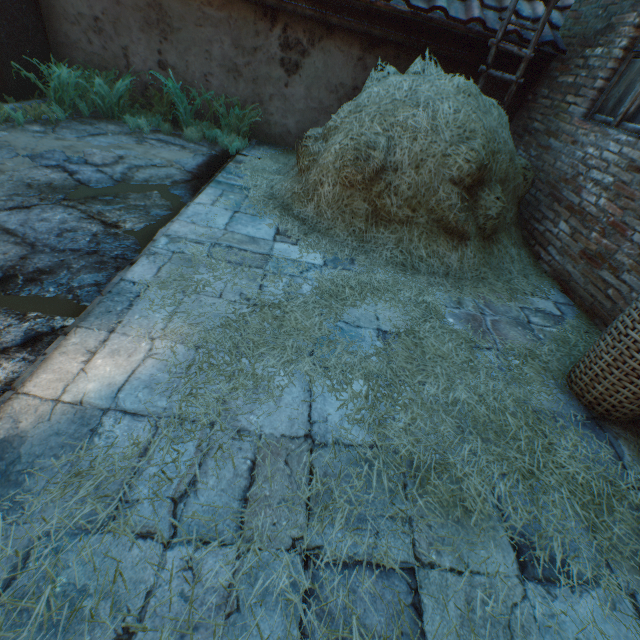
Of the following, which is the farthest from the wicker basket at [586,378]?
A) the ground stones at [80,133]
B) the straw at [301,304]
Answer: the ground stones at [80,133]

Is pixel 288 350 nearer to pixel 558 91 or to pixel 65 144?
pixel 65 144

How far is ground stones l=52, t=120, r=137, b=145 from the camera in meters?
4.0

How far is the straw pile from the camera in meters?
3.1 m

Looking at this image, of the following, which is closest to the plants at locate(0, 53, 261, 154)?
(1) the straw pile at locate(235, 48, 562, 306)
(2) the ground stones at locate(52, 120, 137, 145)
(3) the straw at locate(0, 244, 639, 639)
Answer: (2) the ground stones at locate(52, 120, 137, 145)

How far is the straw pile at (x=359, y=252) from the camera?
3.1 meters

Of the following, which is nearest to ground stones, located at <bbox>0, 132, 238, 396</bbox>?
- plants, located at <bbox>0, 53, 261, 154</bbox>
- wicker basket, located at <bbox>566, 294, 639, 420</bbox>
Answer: plants, located at <bbox>0, 53, 261, 154</bbox>

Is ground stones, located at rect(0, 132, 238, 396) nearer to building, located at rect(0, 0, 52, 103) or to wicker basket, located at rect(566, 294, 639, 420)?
building, located at rect(0, 0, 52, 103)
